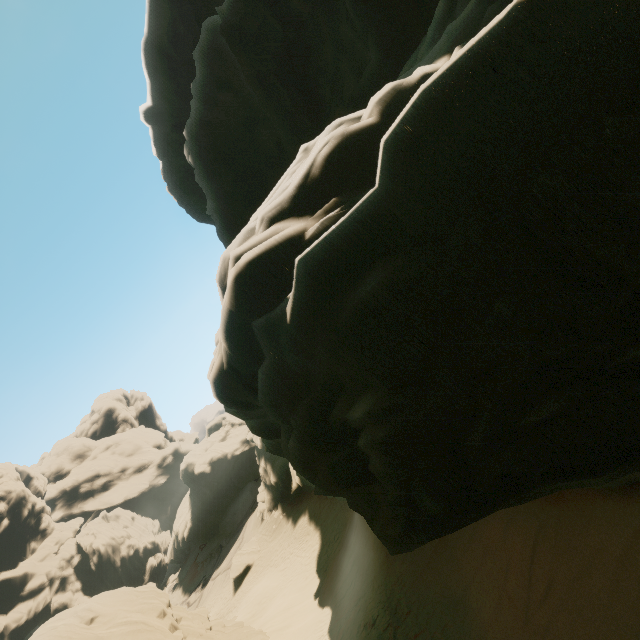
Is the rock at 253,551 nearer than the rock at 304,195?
No

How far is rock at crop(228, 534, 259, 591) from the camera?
29.7 meters

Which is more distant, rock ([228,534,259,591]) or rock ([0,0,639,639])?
rock ([228,534,259,591])

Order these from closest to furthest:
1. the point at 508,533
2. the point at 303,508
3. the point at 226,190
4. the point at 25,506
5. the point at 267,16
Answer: the point at 508,533, the point at 267,16, the point at 226,190, the point at 303,508, the point at 25,506

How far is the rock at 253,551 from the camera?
29.7m

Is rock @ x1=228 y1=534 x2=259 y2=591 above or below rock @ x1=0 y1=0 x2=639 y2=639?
below
